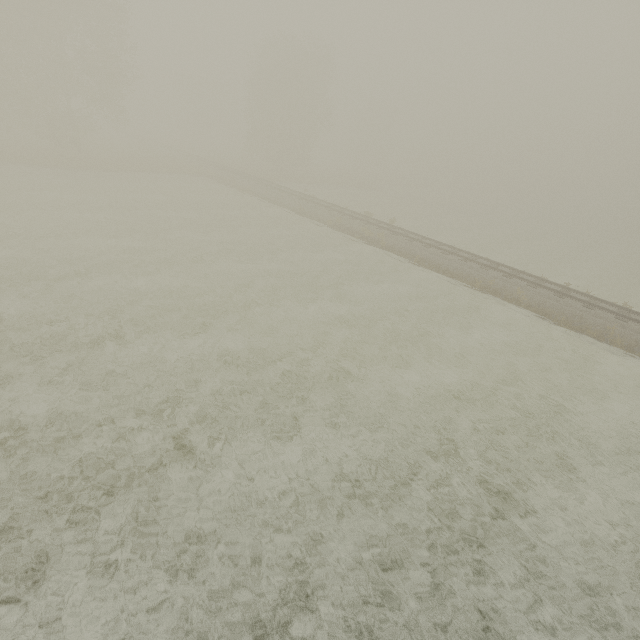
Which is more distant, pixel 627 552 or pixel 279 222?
pixel 279 222
